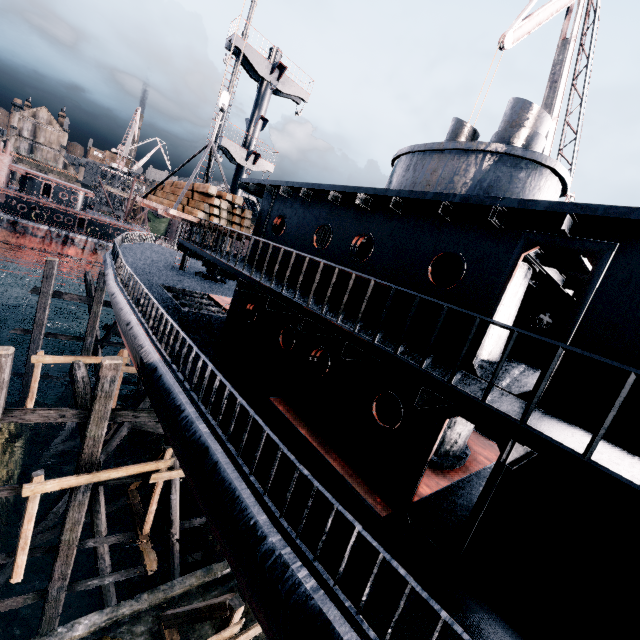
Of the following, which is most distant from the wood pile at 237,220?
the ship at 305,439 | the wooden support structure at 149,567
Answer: the wooden support structure at 149,567

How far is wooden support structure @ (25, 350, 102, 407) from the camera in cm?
1627

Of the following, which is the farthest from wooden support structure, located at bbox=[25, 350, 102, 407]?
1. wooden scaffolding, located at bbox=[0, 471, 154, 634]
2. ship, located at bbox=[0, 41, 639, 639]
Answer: wooden scaffolding, located at bbox=[0, 471, 154, 634]

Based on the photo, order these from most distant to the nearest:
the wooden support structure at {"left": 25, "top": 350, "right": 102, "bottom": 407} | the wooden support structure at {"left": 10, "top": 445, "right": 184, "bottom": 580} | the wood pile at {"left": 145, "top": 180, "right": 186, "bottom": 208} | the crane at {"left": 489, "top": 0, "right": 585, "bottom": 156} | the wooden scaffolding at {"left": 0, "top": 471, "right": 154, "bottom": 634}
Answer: the wooden support structure at {"left": 25, "top": 350, "right": 102, "bottom": 407} → the wood pile at {"left": 145, "top": 180, "right": 186, "bottom": 208} → the crane at {"left": 489, "top": 0, "right": 585, "bottom": 156} → the wooden scaffolding at {"left": 0, "top": 471, "right": 154, "bottom": 634} → the wooden support structure at {"left": 10, "top": 445, "right": 184, "bottom": 580}

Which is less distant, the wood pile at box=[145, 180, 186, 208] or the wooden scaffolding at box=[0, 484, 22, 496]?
the wooden scaffolding at box=[0, 484, 22, 496]

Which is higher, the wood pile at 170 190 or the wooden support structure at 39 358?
the wood pile at 170 190

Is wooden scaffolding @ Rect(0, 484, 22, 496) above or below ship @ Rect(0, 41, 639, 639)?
below

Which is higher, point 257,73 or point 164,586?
point 257,73
